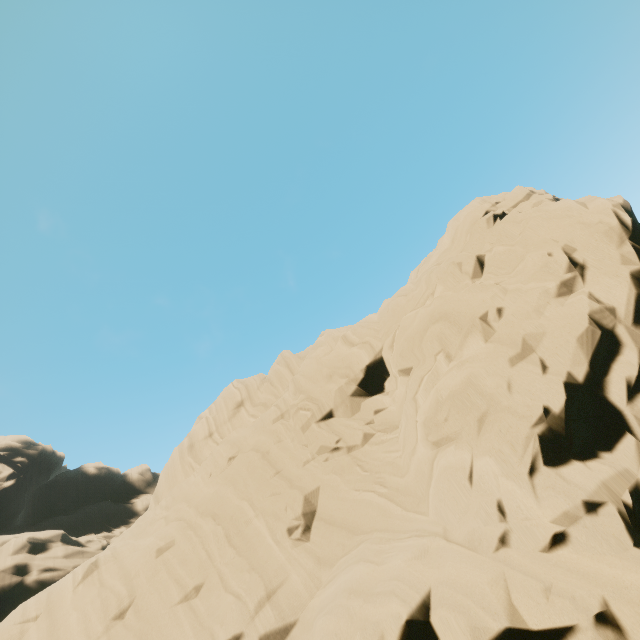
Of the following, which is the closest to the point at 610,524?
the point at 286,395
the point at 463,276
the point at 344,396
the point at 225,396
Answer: the point at 463,276
